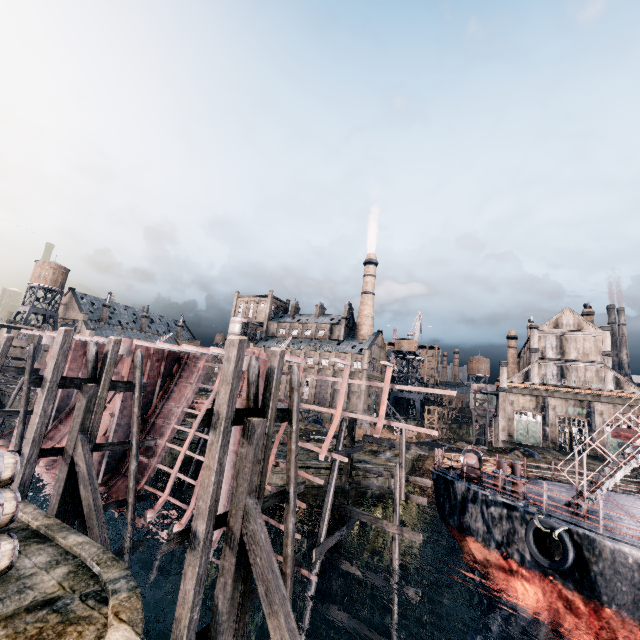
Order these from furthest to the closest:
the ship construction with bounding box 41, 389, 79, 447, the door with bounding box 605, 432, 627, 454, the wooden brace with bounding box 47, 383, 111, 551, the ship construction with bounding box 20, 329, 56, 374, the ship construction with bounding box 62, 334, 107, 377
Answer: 1. the door with bounding box 605, 432, 627, 454
2. the ship construction with bounding box 20, 329, 56, 374
3. the ship construction with bounding box 41, 389, 79, 447
4. the ship construction with bounding box 62, 334, 107, 377
5. the wooden brace with bounding box 47, 383, 111, 551

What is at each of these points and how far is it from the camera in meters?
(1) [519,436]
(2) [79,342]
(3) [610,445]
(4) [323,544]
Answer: (1) door, 54.1 m
(2) ship construction, 26.8 m
(3) door, 48.8 m
(4) wooden scaffolding, 14.6 m

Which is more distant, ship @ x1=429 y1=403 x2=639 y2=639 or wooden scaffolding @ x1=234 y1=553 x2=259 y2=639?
ship @ x1=429 y1=403 x2=639 y2=639

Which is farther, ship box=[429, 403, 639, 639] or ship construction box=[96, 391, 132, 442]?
ship construction box=[96, 391, 132, 442]

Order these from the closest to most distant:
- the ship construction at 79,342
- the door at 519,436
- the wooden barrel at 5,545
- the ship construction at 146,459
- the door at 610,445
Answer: the wooden barrel at 5,545
the ship construction at 146,459
the ship construction at 79,342
the door at 610,445
the door at 519,436

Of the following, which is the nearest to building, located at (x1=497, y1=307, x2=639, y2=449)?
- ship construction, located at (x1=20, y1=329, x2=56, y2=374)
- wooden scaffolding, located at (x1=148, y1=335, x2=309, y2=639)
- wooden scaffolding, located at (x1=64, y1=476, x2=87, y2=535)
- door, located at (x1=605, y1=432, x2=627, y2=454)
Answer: door, located at (x1=605, y1=432, x2=627, y2=454)

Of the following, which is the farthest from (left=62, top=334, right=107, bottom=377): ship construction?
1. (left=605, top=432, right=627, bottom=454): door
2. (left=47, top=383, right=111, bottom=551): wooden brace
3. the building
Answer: (left=605, top=432, right=627, bottom=454): door

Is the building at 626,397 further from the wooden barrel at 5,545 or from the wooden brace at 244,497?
the wooden barrel at 5,545
